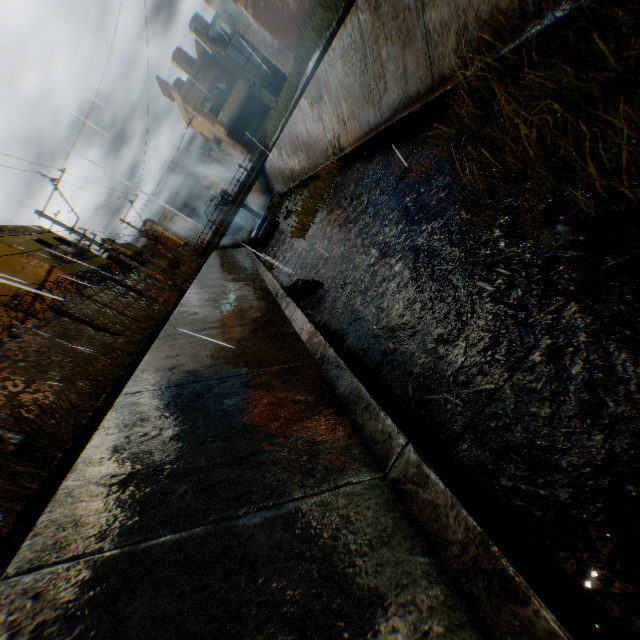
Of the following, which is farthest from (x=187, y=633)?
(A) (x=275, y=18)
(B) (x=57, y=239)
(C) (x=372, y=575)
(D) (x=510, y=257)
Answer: (B) (x=57, y=239)

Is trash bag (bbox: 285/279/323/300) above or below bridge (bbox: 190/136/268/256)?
below

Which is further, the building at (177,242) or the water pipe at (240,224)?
the water pipe at (240,224)

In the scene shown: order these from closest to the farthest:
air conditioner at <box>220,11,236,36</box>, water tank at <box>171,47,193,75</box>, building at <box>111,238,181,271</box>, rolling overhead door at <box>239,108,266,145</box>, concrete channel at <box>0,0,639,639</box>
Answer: concrete channel at <box>0,0,639,639</box>
air conditioner at <box>220,11,236,36</box>
water tank at <box>171,47,193,75</box>
building at <box>111,238,181,271</box>
rolling overhead door at <box>239,108,266,145</box>

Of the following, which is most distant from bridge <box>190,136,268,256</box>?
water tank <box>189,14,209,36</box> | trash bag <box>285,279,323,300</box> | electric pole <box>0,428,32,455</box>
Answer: electric pole <box>0,428,32,455</box>

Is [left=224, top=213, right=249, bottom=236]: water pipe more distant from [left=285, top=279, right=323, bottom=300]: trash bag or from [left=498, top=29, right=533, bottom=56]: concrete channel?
[left=285, top=279, right=323, bottom=300]: trash bag

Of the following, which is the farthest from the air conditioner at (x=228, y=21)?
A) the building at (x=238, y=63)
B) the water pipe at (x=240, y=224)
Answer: the water pipe at (x=240, y=224)

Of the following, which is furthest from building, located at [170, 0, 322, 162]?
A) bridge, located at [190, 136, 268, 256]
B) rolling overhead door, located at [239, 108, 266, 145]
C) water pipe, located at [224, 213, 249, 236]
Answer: bridge, located at [190, 136, 268, 256]
